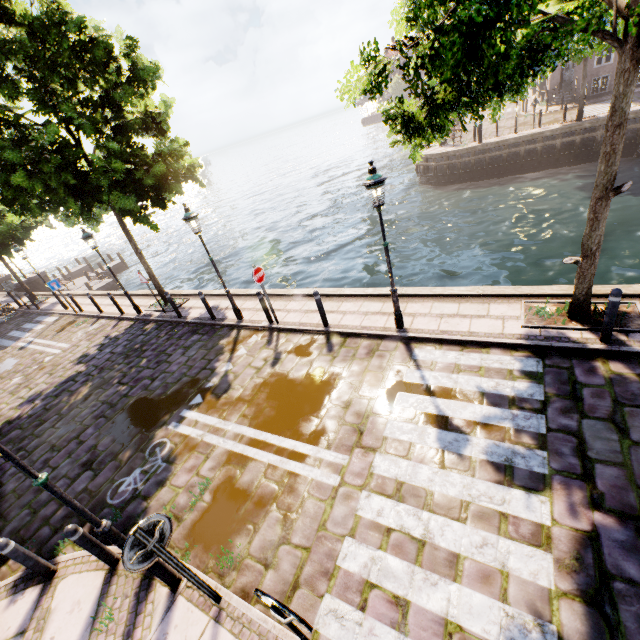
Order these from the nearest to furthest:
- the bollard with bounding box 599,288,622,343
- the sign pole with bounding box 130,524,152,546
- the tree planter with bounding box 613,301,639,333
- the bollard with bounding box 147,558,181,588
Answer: the sign pole with bounding box 130,524,152,546, the bollard with bounding box 147,558,181,588, the bollard with bounding box 599,288,622,343, the tree planter with bounding box 613,301,639,333

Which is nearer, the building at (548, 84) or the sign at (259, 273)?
the sign at (259, 273)

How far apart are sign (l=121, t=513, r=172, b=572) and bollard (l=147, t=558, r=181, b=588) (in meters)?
0.78

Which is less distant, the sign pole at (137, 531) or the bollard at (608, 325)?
the sign pole at (137, 531)

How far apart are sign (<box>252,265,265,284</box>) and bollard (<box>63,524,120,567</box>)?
6.1m

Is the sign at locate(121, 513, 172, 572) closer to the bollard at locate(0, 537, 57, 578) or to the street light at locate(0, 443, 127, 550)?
the street light at locate(0, 443, 127, 550)

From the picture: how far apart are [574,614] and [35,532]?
8.6 meters

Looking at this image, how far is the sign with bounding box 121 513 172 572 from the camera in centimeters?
322cm
